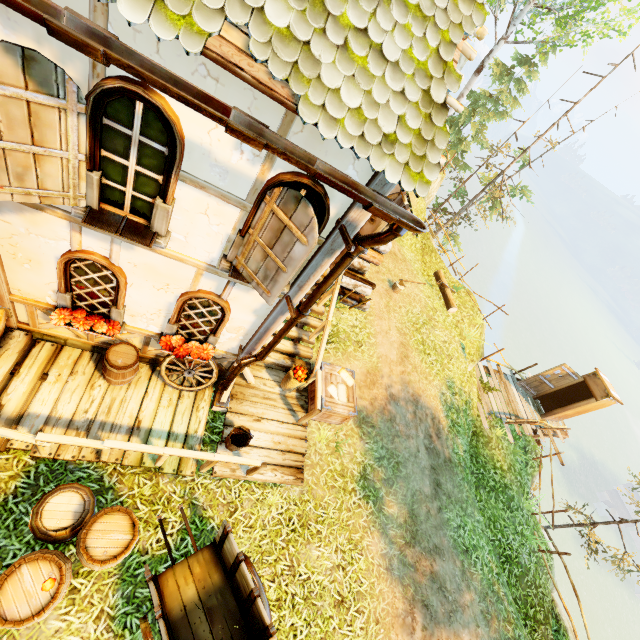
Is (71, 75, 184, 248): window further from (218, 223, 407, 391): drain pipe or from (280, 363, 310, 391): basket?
(280, 363, 310, 391): basket

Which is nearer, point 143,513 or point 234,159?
point 234,159

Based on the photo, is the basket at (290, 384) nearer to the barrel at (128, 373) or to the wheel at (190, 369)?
the wheel at (190, 369)

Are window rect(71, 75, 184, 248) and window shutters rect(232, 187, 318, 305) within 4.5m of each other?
yes

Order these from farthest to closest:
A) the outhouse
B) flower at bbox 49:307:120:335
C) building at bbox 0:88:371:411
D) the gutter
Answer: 1. the outhouse
2. flower at bbox 49:307:120:335
3. building at bbox 0:88:371:411
4. the gutter

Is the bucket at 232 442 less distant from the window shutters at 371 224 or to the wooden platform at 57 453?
the wooden platform at 57 453

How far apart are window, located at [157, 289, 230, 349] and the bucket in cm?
139

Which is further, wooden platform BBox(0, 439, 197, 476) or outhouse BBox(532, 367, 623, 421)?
outhouse BBox(532, 367, 623, 421)
